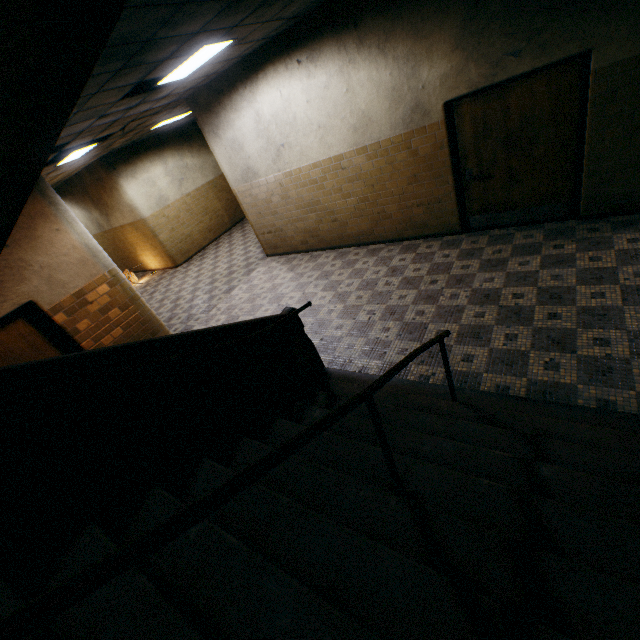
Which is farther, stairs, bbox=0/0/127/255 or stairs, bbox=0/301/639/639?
stairs, bbox=0/0/127/255

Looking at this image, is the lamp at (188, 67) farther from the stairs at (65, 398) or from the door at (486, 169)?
the door at (486, 169)

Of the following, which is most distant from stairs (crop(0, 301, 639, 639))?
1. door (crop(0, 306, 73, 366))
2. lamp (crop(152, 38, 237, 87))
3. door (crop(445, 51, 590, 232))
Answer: door (crop(445, 51, 590, 232))

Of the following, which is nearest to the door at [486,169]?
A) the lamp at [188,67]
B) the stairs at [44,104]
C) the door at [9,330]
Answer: the lamp at [188,67]

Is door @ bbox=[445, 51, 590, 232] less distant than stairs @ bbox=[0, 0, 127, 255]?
No

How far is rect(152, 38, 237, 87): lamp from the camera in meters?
4.3 m

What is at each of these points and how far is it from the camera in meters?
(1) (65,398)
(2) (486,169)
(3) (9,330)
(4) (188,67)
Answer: (1) stairs, 2.0 m
(2) door, 5.2 m
(3) door, 4.8 m
(4) lamp, 4.7 m

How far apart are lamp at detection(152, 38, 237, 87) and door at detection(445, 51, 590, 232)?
3.2 meters
